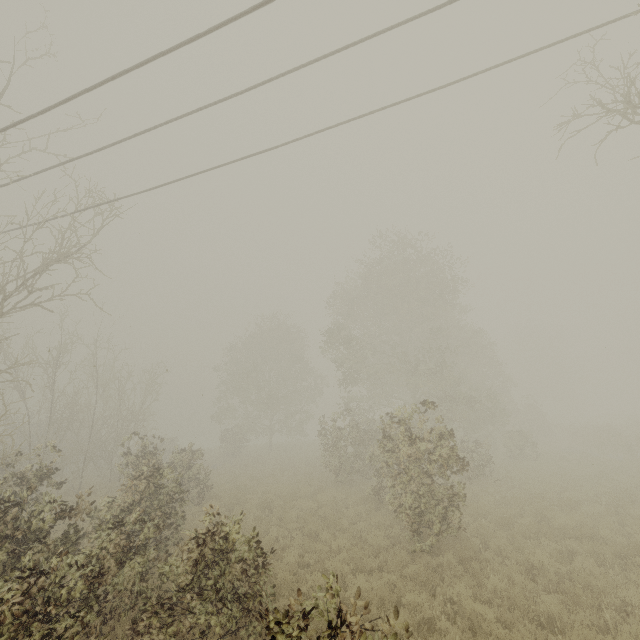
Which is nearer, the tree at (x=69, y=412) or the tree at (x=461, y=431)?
the tree at (x=69, y=412)

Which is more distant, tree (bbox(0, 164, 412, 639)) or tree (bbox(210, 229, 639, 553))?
tree (bbox(210, 229, 639, 553))

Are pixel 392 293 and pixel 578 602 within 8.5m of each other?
no
